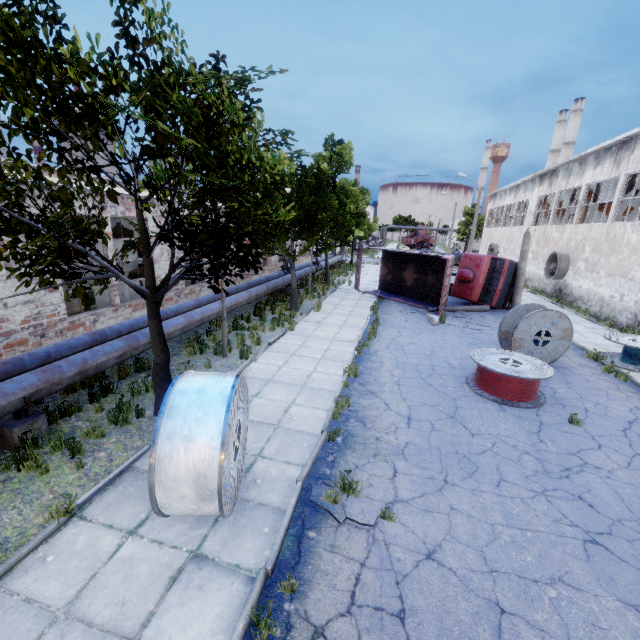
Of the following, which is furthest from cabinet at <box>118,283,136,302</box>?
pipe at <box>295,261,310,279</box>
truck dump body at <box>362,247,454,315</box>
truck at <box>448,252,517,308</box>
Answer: truck at <box>448,252,517,308</box>

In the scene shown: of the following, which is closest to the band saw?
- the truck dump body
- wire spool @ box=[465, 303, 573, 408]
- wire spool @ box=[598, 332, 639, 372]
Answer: wire spool @ box=[465, 303, 573, 408]

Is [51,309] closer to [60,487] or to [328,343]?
[60,487]

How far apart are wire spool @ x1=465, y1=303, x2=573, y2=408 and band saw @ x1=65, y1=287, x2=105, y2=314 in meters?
12.8

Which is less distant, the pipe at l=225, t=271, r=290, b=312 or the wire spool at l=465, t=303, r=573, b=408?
the wire spool at l=465, t=303, r=573, b=408

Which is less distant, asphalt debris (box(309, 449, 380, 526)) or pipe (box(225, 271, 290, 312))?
asphalt debris (box(309, 449, 380, 526))

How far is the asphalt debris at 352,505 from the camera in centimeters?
487cm

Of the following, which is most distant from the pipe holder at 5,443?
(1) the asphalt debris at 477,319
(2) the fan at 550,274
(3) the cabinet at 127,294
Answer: (2) the fan at 550,274
